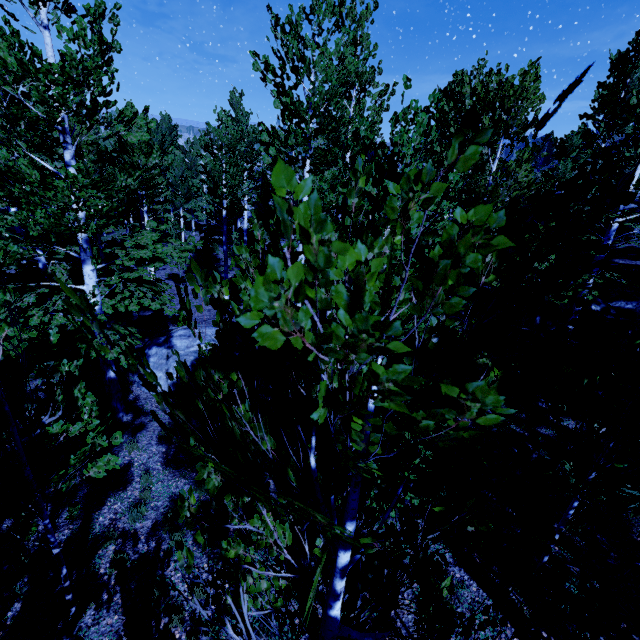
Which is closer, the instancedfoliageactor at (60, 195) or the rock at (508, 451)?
the instancedfoliageactor at (60, 195)

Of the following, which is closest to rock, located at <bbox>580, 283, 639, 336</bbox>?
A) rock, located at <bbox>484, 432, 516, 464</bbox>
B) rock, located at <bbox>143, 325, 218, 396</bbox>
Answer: rock, located at <bbox>484, 432, 516, 464</bbox>

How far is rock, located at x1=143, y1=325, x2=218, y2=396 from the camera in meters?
9.4 m

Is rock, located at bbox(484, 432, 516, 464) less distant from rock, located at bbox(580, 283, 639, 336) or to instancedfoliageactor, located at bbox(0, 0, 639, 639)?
instancedfoliageactor, located at bbox(0, 0, 639, 639)

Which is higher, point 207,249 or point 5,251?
point 5,251

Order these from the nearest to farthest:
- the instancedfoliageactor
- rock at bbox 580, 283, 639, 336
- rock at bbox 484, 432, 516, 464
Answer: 1. the instancedfoliageactor
2. rock at bbox 484, 432, 516, 464
3. rock at bbox 580, 283, 639, 336

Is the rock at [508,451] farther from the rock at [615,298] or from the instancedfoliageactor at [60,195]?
the rock at [615,298]

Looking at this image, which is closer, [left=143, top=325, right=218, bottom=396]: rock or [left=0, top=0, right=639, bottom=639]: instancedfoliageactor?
[left=0, top=0, right=639, bottom=639]: instancedfoliageactor
